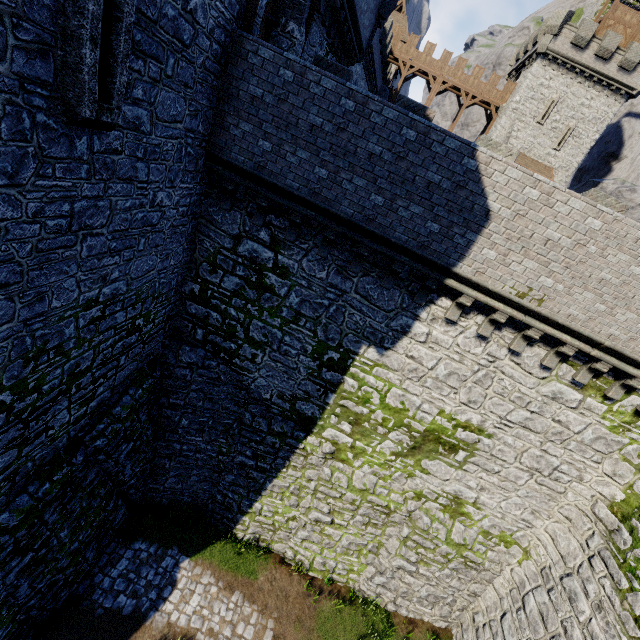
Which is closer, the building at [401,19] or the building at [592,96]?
the building at [592,96]

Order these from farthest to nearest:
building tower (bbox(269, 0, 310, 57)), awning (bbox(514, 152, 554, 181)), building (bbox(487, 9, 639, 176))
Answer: awning (bbox(514, 152, 554, 181)) → building (bbox(487, 9, 639, 176)) → building tower (bbox(269, 0, 310, 57))

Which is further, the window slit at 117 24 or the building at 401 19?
the building at 401 19

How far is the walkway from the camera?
36.9 meters

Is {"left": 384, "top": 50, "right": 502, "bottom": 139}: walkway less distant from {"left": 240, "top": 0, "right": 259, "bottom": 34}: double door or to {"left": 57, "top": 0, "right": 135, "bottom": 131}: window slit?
{"left": 240, "top": 0, "right": 259, "bottom": 34}: double door

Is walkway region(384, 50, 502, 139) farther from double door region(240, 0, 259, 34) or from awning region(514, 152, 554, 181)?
double door region(240, 0, 259, 34)

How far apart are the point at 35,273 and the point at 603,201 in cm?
1510

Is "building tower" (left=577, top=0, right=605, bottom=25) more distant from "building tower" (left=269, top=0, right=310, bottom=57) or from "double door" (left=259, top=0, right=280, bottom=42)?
"double door" (left=259, top=0, right=280, bottom=42)
